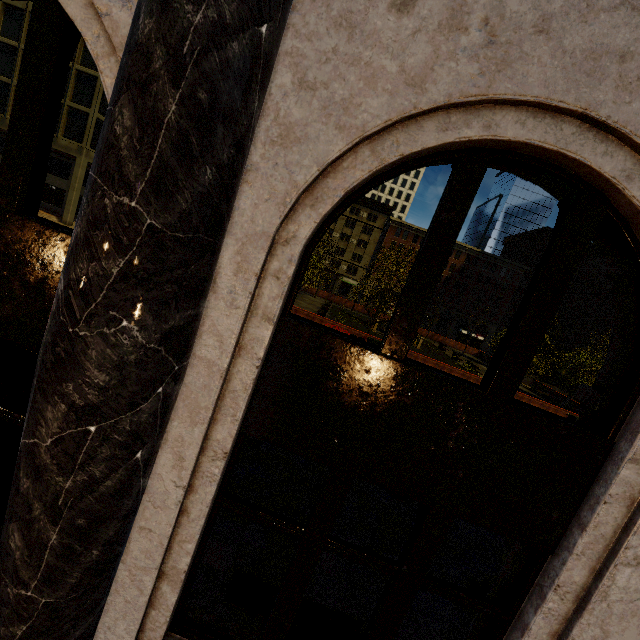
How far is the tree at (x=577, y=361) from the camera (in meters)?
23.12

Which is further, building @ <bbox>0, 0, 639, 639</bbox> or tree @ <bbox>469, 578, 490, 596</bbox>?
tree @ <bbox>469, 578, 490, 596</bbox>

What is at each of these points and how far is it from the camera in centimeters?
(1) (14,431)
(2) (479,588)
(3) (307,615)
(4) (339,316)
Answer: (1) phone booth, 323cm
(2) tree, 586cm
(3) bench, 373cm
(4) plant, 3084cm

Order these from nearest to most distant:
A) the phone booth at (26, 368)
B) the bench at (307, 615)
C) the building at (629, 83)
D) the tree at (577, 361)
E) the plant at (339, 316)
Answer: the building at (629, 83)
the phone booth at (26, 368)
the bench at (307, 615)
the tree at (577, 361)
the plant at (339, 316)

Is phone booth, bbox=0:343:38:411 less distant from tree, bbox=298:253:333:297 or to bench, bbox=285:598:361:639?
bench, bbox=285:598:361:639

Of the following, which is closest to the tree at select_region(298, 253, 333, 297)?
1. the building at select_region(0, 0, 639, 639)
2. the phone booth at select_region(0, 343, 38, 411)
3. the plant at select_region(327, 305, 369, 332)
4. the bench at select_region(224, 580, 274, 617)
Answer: the plant at select_region(327, 305, 369, 332)

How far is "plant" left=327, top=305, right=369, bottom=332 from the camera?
31.9 meters
